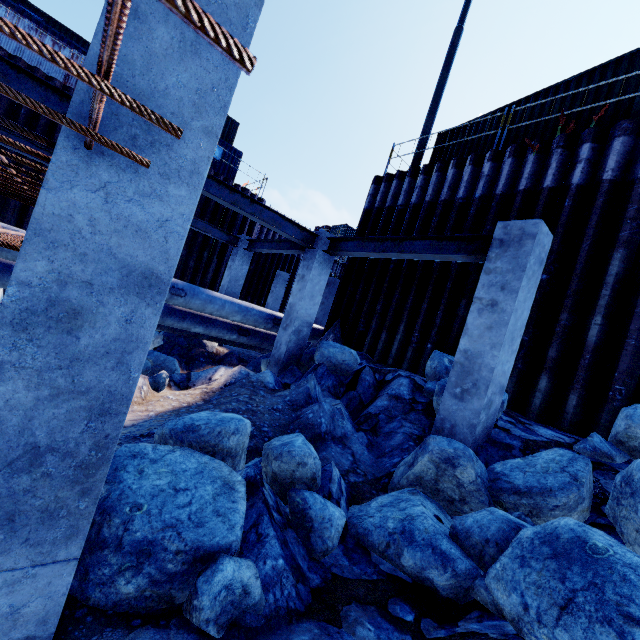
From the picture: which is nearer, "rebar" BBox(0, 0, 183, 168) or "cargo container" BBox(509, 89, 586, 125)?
"rebar" BBox(0, 0, 183, 168)

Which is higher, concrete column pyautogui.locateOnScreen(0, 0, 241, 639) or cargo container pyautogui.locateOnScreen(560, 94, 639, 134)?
cargo container pyautogui.locateOnScreen(560, 94, 639, 134)

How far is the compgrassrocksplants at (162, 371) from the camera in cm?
647

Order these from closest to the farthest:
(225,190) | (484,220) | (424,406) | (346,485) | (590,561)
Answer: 1. (590,561)
2. (346,485)
3. (424,406)
4. (225,190)
5. (484,220)

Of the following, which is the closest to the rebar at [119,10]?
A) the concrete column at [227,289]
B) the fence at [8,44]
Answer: the concrete column at [227,289]

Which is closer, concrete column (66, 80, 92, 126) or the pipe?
concrete column (66, 80, 92, 126)

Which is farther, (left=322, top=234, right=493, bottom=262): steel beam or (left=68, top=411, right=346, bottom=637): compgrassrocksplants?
(left=322, top=234, right=493, bottom=262): steel beam

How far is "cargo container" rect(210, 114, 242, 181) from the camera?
18.0m
